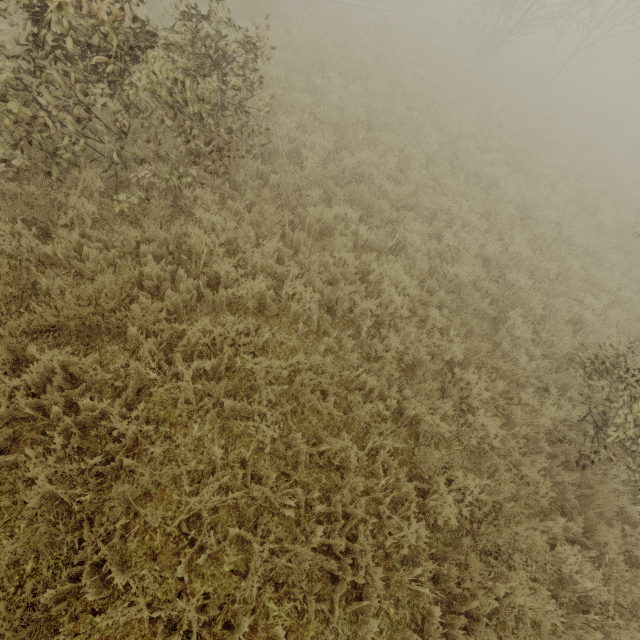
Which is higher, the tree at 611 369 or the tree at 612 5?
the tree at 612 5

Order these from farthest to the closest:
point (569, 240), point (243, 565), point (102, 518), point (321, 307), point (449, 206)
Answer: point (569, 240), point (449, 206), point (321, 307), point (243, 565), point (102, 518)

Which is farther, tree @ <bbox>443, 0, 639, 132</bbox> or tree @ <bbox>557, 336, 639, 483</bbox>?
tree @ <bbox>443, 0, 639, 132</bbox>

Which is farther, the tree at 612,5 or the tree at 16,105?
the tree at 612,5

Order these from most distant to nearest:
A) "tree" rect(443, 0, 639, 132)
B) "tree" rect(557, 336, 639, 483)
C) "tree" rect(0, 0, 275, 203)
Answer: "tree" rect(443, 0, 639, 132) < "tree" rect(557, 336, 639, 483) < "tree" rect(0, 0, 275, 203)

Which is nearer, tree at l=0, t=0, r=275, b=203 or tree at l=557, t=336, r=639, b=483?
tree at l=0, t=0, r=275, b=203

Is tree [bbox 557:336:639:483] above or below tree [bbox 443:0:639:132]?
below
